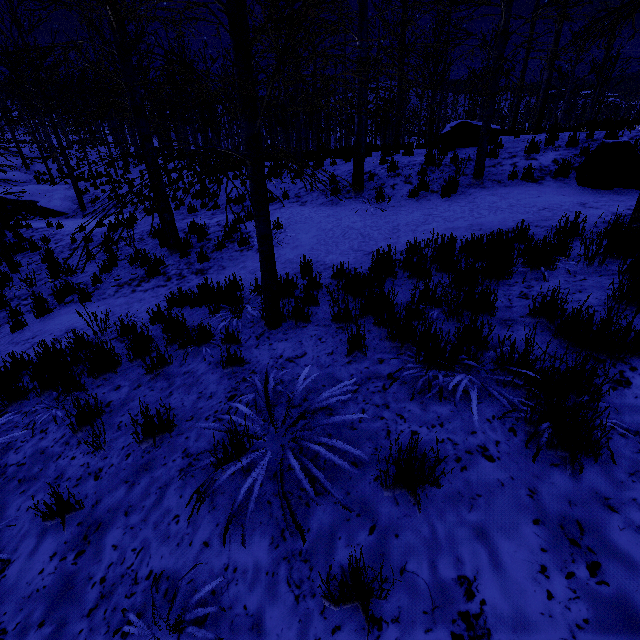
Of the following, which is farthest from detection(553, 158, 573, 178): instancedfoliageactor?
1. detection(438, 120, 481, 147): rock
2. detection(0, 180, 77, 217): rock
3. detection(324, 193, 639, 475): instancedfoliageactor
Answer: detection(0, 180, 77, 217): rock

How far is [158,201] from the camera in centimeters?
338cm

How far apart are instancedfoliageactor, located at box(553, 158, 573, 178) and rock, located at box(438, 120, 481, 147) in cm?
365

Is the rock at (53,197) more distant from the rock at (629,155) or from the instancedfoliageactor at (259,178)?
the rock at (629,155)

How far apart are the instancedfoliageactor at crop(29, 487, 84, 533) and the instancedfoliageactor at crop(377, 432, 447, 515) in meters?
2.0

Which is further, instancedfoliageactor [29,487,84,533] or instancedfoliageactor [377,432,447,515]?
instancedfoliageactor [29,487,84,533]

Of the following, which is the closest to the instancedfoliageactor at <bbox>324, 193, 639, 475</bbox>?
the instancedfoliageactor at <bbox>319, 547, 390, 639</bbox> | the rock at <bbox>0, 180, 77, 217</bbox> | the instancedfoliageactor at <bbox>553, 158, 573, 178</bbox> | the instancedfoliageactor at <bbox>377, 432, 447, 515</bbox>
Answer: the instancedfoliageactor at <bbox>377, 432, 447, 515</bbox>

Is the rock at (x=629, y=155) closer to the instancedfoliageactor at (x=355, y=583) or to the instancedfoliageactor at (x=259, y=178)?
the instancedfoliageactor at (x=259, y=178)
